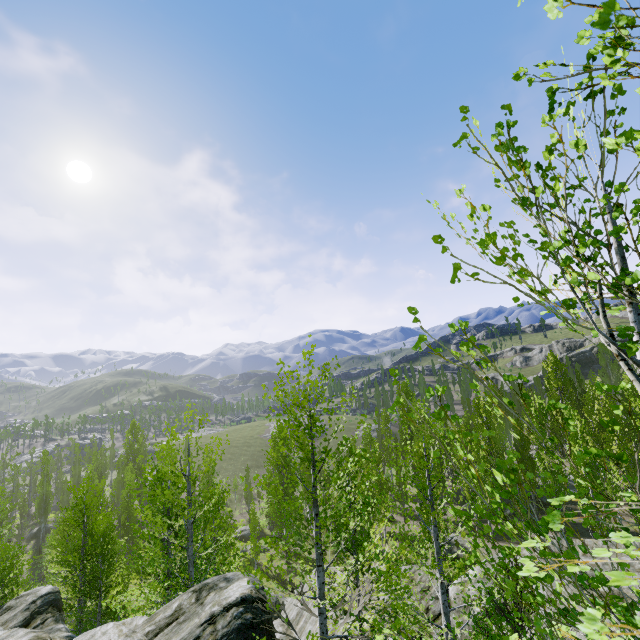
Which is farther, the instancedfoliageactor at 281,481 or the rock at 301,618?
the rock at 301,618

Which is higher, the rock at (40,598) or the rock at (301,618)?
the rock at (40,598)

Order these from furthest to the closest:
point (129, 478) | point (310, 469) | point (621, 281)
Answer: point (310, 469) → point (129, 478) → point (621, 281)

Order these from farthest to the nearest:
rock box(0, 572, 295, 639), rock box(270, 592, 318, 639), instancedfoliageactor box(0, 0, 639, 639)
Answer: rock box(270, 592, 318, 639), rock box(0, 572, 295, 639), instancedfoliageactor box(0, 0, 639, 639)

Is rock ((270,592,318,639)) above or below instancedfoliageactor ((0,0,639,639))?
below

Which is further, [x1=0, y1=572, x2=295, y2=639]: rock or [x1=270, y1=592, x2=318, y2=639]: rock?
[x1=270, y1=592, x2=318, y2=639]: rock

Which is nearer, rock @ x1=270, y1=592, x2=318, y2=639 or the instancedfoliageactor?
the instancedfoliageactor

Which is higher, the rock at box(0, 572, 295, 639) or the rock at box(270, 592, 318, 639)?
the rock at box(0, 572, 295, 639)
